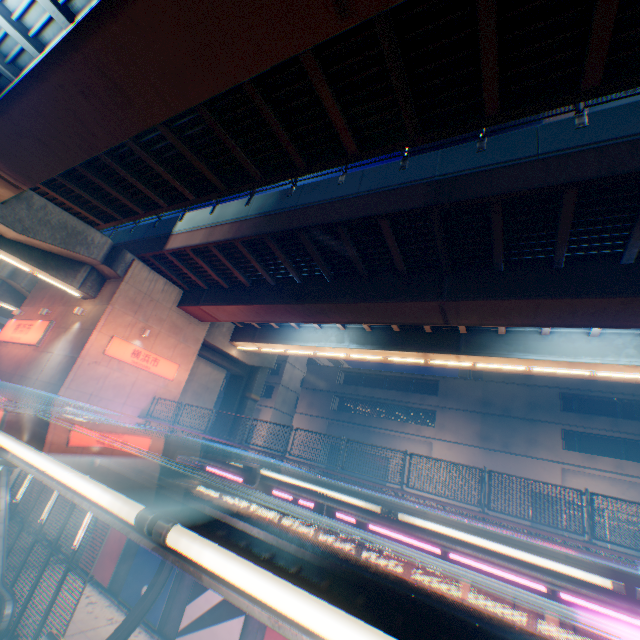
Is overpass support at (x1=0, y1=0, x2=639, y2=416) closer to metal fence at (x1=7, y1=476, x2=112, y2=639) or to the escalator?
metal fence at (x1=7, y1=476, x2=112, y2=639)

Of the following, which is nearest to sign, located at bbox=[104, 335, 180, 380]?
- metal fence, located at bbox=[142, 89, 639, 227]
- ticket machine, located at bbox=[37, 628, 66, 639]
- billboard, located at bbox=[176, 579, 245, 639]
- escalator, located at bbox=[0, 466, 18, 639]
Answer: metal fence, located at bbox=[142, 89, 639, 227]

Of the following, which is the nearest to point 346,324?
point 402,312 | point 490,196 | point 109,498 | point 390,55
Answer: point 402,312

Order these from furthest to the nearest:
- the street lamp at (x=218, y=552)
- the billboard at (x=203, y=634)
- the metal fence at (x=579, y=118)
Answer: the billboard at (x=203, y=634)
the metal fence at (x=579, y=118)
the street lamp at (x=218, y=552)

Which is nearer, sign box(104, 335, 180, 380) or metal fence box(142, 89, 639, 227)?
metal fence box(142, 89, 639, 227)

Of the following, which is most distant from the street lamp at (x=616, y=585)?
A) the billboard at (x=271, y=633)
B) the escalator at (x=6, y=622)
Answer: the escalator at (x=6, y=622)

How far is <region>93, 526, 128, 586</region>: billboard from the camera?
14.1m

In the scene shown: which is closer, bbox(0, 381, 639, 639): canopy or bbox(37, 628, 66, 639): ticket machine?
bbox(0, 381, 639, 639): canopy
